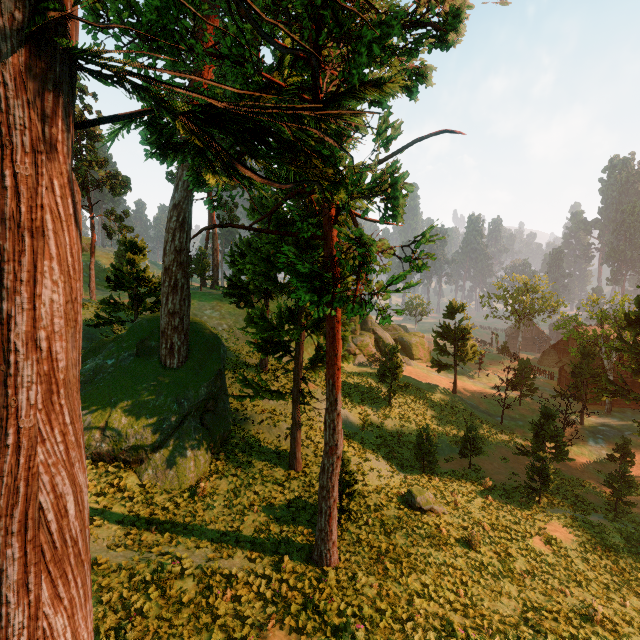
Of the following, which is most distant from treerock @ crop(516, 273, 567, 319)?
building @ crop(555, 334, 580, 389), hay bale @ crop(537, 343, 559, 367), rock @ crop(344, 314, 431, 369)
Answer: hay bale @ crop(537, 343, 559, 367)

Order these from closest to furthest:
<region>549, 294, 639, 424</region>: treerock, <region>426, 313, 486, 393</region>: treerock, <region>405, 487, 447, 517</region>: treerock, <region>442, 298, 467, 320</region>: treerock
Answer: <region>405, 487, 447, 517</region>: treerock < <region>549, 294, 639, 424</region>: treerock < <region>426, 313, 486, 393</region>: treerock < <region>442, 298, 467, 320</region>: treerock

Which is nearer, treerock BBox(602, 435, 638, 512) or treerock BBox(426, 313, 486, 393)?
treerock BBox(602, 435, 638, 512)

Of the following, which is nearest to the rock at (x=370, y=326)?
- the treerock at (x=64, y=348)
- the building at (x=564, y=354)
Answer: the treerock at (x=64, y=348)

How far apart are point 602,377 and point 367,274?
39.7m

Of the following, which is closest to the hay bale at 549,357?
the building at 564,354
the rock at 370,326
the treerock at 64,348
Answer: the building at 564,354

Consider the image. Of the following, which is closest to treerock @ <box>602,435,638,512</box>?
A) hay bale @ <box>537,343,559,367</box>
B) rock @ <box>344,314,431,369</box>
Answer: rock @ <box>344,314,431,369</box>
